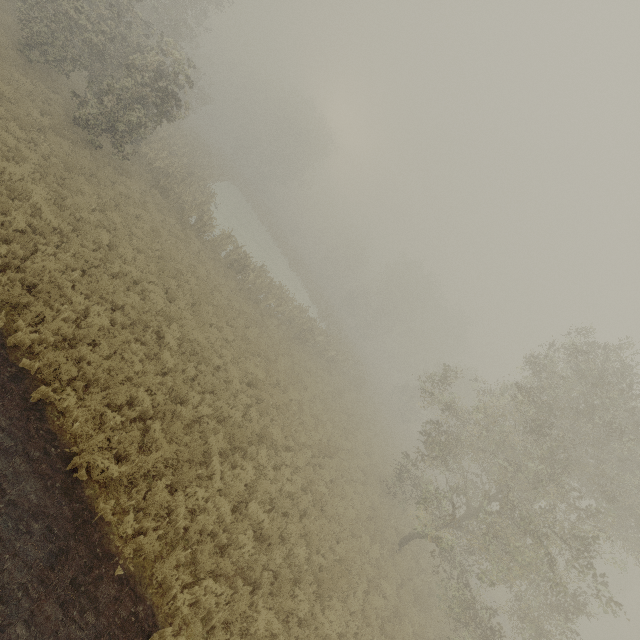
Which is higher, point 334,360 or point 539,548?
point 539,548
